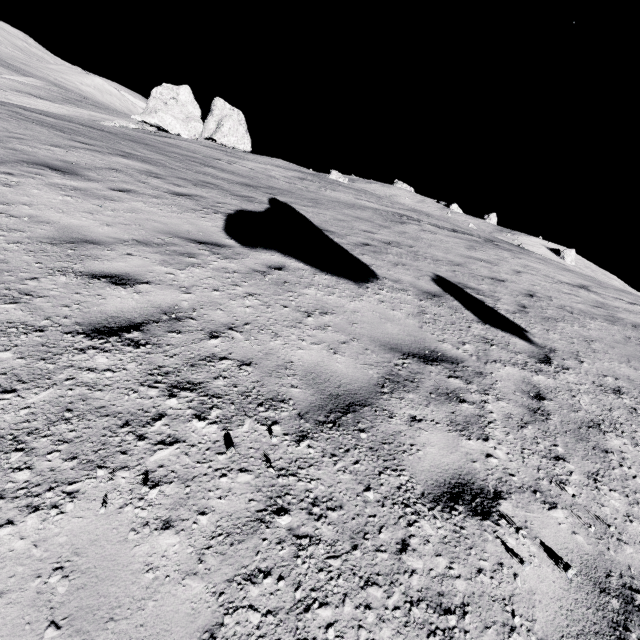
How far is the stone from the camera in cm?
3603

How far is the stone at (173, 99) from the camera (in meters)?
36.03

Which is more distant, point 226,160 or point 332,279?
point 226,160
